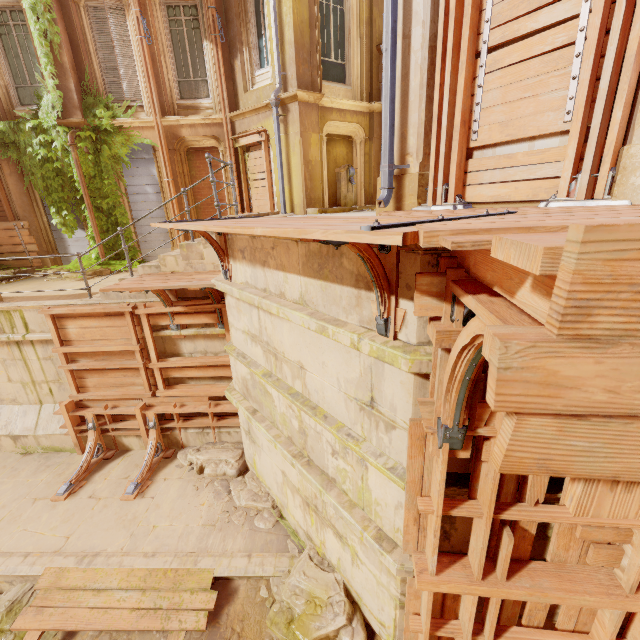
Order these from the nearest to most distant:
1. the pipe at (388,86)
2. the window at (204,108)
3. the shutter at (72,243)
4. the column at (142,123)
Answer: the pipe at (388,86), the window at (204,108), the column at (142,123), the shutter at (72,243)

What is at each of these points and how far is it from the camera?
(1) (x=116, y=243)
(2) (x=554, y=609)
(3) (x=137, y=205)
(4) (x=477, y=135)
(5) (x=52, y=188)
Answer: (1) plant, 11.41m
(2) building, 3.22m
(3) shutter, 11.51m
(4) wood, 3.76m
(5) plant, 10.72m

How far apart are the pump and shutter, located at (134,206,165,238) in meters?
6.2 m

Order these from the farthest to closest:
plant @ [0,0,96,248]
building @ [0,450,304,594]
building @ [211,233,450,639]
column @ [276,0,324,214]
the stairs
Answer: plant @ [0,0,96,248]
column @ [276,0,324,214]
the stairs
building @ [0,450,304,594]
building @ [211,233,450,639]

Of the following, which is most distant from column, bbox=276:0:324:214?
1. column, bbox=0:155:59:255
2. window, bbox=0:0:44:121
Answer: column, bbox=0:155:59:255

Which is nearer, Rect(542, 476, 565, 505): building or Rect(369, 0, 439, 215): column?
Rect(542, 476, 565, 505): building

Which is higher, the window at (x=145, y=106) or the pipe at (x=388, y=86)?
the window at (x=145, y=106)

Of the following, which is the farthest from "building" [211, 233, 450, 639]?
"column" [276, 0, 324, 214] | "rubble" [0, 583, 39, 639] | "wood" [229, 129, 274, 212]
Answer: "wood" [229, 129, 274, 212]
